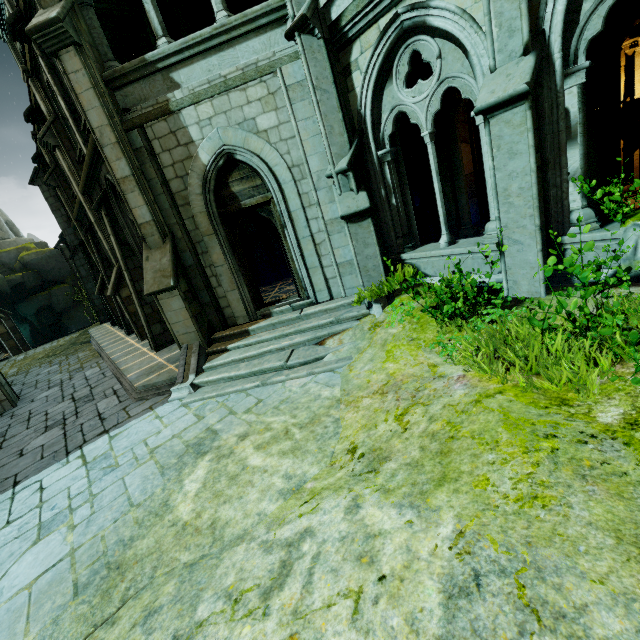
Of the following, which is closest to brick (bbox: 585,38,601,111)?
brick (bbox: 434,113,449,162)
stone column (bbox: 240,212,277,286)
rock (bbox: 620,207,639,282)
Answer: rock (bbox: 620,207,639,282)

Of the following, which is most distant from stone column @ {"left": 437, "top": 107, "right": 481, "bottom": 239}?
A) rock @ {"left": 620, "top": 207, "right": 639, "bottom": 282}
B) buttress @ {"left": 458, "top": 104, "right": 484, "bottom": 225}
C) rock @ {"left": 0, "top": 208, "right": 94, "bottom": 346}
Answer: rock @ {"left": 0, "top": 208, "right": 94, "bottom": 346}

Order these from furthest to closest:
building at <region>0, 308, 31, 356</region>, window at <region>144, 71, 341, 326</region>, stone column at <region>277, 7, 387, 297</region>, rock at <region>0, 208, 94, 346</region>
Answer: rock at <region>0, 208, 94, 346</region>
building at <region>0, 308, 31, 356</region>
window at <region>144, 71, 341, 326</region>
stone column at <region>277, 7, 387, 297</region>

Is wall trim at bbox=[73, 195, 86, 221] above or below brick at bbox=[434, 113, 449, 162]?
above

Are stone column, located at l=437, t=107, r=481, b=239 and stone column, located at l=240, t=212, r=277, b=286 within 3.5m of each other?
no

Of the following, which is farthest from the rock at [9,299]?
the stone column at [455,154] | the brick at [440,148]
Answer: the brick at [440,148]

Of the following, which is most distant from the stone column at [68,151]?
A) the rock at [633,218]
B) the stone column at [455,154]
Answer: the rock at [633,218]

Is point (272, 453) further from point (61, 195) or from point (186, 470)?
point (61, 195)
